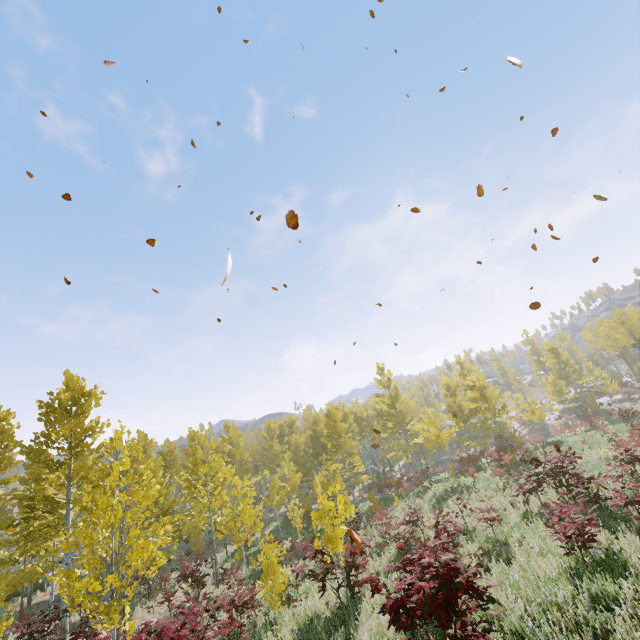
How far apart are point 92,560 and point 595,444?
25.2m
